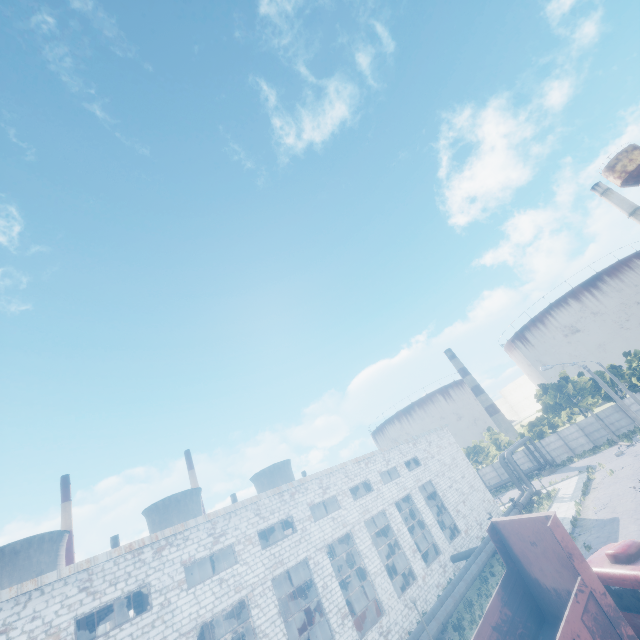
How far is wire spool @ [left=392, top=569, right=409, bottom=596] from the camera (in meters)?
26.41

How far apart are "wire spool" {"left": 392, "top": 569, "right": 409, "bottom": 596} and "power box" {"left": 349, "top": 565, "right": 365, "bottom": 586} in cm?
1442

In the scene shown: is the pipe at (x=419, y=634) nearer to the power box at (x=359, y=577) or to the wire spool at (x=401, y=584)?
the wire spool at (x=401, y=584)

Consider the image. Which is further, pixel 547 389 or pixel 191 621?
pixel 547 389

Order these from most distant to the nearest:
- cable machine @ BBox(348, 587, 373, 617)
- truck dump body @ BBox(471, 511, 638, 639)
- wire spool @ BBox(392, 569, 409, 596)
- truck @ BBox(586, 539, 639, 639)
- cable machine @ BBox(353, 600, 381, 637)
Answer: wire spool @ BBox(392, 569, 409, 596)
cable machine @ BBox(348, 587, 373, 617)
cable machine @ BBox(353, 600, 381, 637)
truck @ BBox(586, 539, 639, 639)
truck dump body @ BBox(471, 511, 638, 639)

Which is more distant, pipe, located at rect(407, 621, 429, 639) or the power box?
the power box

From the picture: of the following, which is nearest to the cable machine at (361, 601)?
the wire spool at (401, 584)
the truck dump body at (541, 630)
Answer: the wire spool at (401, 584)

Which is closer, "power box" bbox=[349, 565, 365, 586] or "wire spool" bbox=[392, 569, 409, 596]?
"wire spool" bbox=[392, 569, 409, 596]
